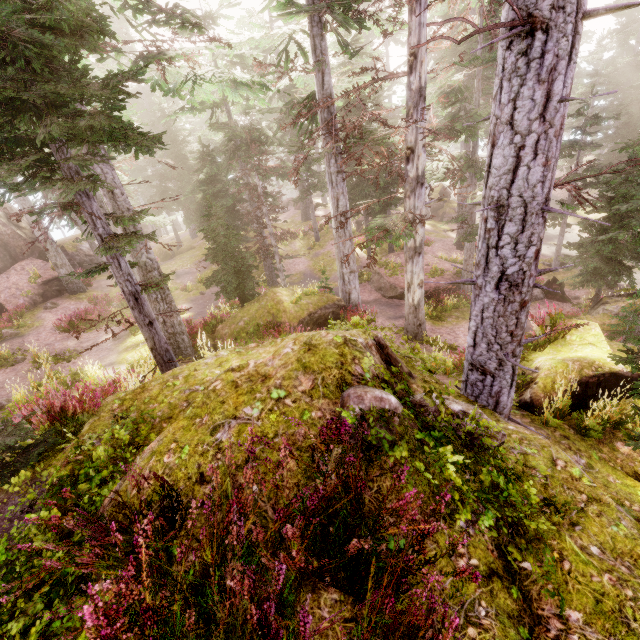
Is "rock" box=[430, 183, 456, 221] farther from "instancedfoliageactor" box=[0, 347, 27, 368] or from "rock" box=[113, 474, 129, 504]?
"rock" box=[113, 474, 129, 504]

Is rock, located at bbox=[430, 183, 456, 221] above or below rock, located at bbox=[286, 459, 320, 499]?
below

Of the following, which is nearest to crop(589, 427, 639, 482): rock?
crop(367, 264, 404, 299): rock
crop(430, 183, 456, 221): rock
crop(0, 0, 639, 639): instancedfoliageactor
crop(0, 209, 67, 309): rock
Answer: crop(0, 0, 639, 639): instancedfoliageactor

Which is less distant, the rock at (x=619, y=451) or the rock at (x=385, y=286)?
the rock at (x=619, y=451)

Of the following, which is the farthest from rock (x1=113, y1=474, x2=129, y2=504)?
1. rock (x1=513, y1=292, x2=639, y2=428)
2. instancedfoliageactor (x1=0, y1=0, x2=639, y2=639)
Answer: rock (x1=513, y1=292, x2=639, y2=428)

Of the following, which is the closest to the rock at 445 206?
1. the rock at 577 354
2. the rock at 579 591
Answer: the rock at 579 591

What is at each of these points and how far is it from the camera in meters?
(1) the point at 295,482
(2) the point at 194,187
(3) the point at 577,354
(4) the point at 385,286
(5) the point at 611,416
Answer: (1) rock, 2.5 m
(2) instancedfoliageactor, 23.0 m
(3) rock, 8.2 m
(4) rock, 21.1 m
(5) instancedfoliageactor, 6.7 m

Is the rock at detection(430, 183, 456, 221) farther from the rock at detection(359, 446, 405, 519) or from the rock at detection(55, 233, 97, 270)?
the rock at detection(359, 446, 405, 519)
